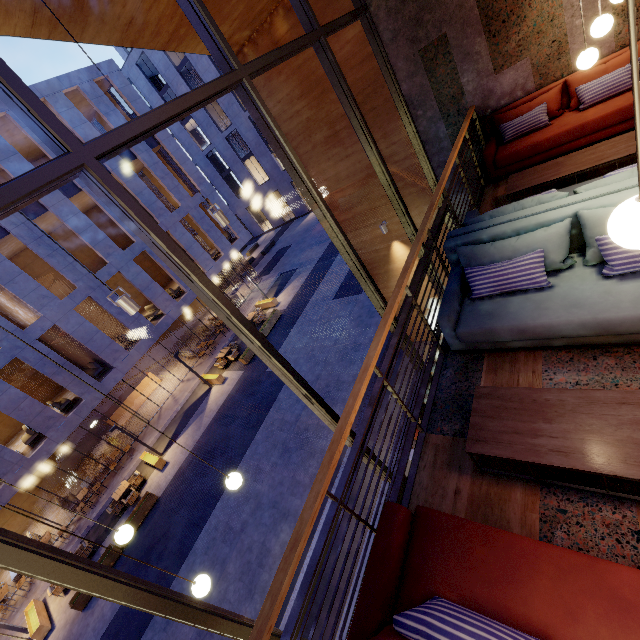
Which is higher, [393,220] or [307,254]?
[393,220]

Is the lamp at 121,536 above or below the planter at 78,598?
above

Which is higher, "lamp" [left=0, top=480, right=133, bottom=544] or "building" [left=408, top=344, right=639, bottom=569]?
"lamp" [left=0, top=480, right=133, bottom=544]

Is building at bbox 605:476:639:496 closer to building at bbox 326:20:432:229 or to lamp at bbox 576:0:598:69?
building at bbox 326:20:432:229

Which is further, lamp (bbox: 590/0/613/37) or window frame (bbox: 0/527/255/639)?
lamp (bbox: 590/0/613/37)

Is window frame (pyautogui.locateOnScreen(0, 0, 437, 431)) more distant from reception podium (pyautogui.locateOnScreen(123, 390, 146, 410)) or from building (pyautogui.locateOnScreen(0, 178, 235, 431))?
reception podium (pyautogui.locateOnScreen(123, 390, 146, 410))

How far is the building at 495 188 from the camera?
5.3 meters

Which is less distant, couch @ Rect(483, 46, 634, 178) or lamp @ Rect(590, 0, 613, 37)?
lamp @ Rect(590, 0, 613, 37)
